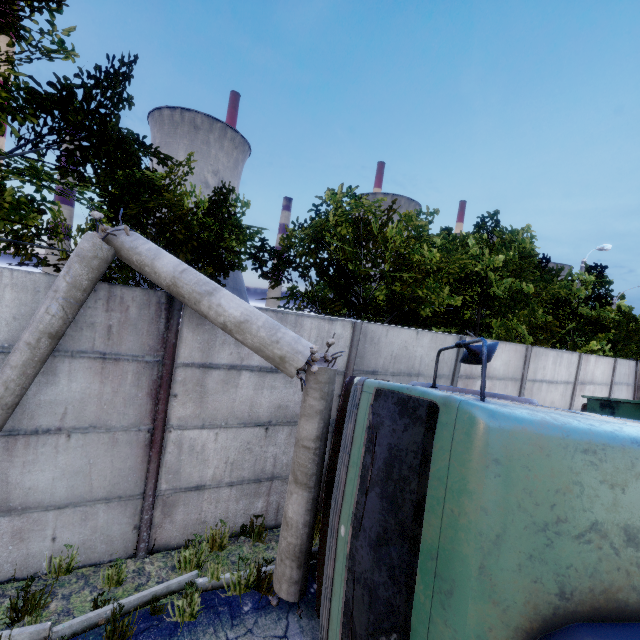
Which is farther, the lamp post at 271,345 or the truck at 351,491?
the lamp post at 271,345

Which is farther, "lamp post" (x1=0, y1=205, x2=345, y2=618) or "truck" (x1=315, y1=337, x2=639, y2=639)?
"lamp post" (x1=0, y1=205, x2=345, y2=618)

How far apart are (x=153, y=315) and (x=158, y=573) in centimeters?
346cm
